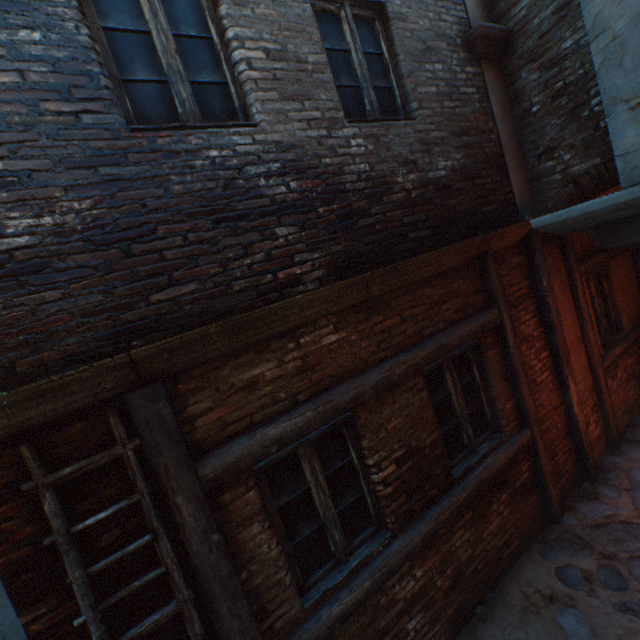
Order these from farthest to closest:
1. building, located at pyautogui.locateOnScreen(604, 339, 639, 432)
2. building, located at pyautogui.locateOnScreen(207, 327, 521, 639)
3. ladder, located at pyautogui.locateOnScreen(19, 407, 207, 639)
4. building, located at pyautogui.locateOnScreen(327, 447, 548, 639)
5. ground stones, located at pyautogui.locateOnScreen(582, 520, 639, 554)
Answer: building, located at pyautogui.locateOnScreen(604, 339, 639, 432) < ground stones, located at pyautogui.locateOnScreen(582, 520, 639, 554) < building, located at pyautogui.locateOnScreen(327, 447, 548, 639) < building, located at pyautogui.locateOnScreen(207, 327, 521, 639) < ladder, located at pyautogui.locateOnScreen(19, 407, 207, 639)

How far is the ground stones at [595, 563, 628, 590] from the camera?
3.4m

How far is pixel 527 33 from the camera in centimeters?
418cm

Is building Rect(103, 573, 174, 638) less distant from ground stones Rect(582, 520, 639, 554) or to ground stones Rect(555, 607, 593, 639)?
ground stones Rect(582, 520, 639, 554)

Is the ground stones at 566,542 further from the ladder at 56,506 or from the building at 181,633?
the ladder at 56,506

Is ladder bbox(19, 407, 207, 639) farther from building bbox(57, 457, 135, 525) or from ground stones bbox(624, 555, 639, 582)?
ground stones bbox(624, 555, 639, 582)

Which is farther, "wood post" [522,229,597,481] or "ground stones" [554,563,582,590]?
"wood post" [522,229,597,481]

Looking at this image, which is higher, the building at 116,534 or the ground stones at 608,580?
the building at 116,534
